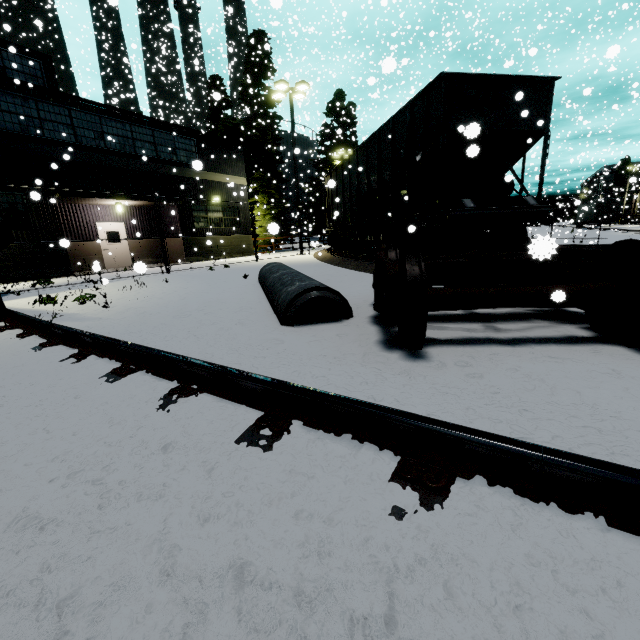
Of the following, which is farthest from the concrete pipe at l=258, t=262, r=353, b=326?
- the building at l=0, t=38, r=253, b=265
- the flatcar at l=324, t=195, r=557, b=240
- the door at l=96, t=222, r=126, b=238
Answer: the door at l=96, t=222, r=126, b=238

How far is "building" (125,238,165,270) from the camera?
17.0 meters

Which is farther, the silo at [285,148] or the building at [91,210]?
the silo at [285,148]

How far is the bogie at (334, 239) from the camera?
17.2m

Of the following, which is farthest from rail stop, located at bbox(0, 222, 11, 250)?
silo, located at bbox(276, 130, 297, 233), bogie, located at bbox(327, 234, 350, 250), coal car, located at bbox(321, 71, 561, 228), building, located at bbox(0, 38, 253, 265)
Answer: silo, located at bbox(276, 130, 297, 233)

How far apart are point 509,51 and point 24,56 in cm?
4755

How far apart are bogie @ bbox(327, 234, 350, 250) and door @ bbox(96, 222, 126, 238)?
11.91m

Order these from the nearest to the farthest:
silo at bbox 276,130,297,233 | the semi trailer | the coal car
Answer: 1. the coal car
2. silo at bbox 276,130,297,233
3. the semi trailer
